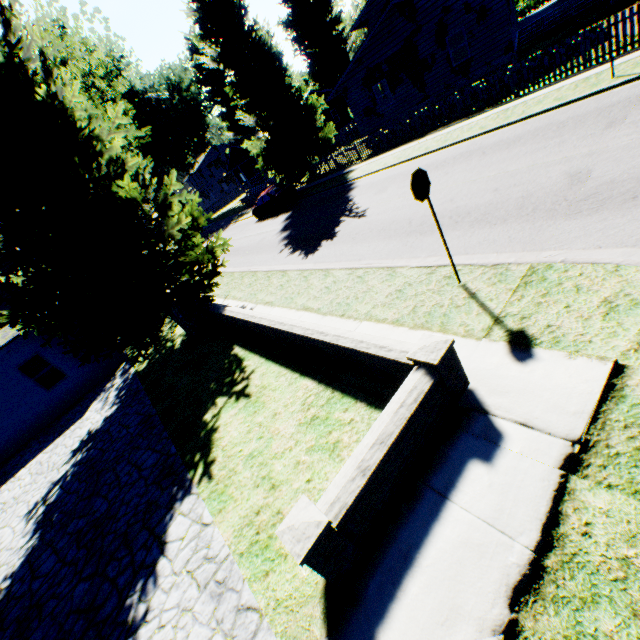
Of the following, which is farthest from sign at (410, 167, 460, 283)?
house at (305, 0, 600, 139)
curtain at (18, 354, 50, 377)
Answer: house at (305, 0, 600, 139)

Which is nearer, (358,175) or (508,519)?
(508,519)

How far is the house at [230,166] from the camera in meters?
40.0

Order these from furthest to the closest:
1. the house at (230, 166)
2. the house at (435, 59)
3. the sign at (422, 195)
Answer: the house at (230, 166) < the house at (435, 59) < the sign at (422, 195)

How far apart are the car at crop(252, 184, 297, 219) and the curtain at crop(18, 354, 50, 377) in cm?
1630

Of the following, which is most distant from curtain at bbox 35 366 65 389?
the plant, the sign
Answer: the sign

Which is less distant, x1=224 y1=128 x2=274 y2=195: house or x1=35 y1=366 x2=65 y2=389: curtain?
x1=35 y1=366 x2=65 y2=389: curtain

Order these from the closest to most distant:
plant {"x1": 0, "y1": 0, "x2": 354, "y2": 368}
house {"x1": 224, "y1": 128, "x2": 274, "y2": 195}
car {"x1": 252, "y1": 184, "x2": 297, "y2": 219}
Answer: plant {"x1": 0, "y1": 0, "x2": 354, "y2": 368} → car {"x1": 252, "y1": 184, "x2": 297, "y2": 219} → house {"x1": 224, "y1": 128, "x2": 274, "y2": 195}
